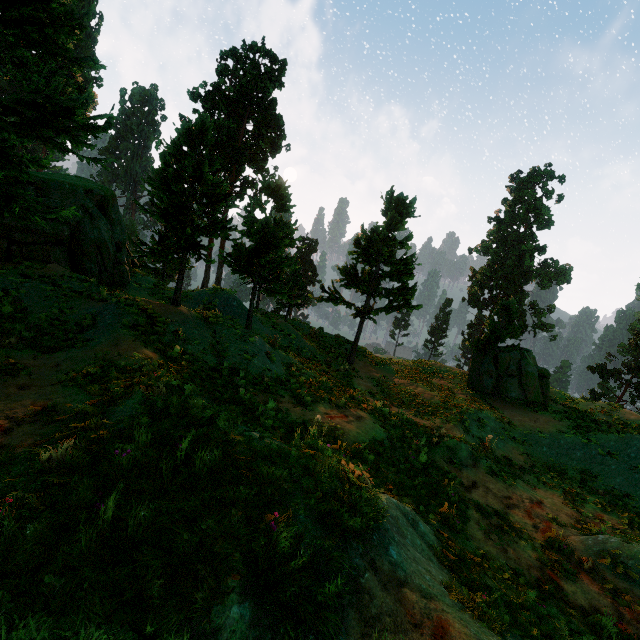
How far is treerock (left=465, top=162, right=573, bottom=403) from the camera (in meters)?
20.45

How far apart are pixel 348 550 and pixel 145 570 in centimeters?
189cm

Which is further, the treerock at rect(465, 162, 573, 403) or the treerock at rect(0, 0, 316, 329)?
the treerock at rect(465, 162, 573, 403)

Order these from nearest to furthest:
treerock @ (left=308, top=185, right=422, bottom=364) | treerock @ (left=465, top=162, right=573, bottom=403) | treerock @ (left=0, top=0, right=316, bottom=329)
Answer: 1. treerock @ (left=0, top=0, right=316, bottom=329)
2. treerock @ (left=308, top=185, right=422, bottom=364)
3. treerock @ (left=465, top=162, right=573, bottom=403)

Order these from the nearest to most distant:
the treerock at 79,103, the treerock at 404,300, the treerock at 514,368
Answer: the treerock at 79,103 → the treerock at 404,300 → the treerock at 514,368

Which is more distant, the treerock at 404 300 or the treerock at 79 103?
the treerock at 404 300
